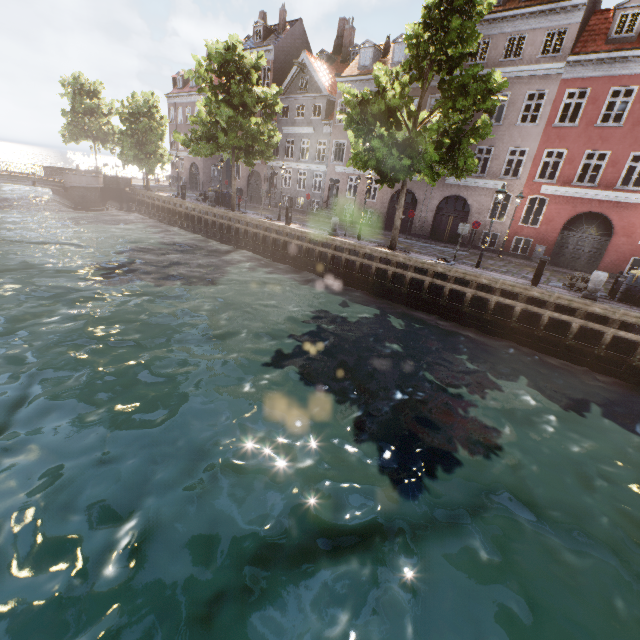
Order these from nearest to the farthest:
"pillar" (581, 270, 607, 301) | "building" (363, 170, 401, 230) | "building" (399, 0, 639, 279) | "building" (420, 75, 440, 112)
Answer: "pillar" (581, 270, 607, 301), "building" (399, 0, 639, 279), "building" (420, 75, 440, 112), "building" (363, 170, 401, 230)

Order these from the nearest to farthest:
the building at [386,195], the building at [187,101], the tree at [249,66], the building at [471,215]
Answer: the building at [471,215]
the tree at [249,66]
the building at [386,195]
the building at [187,101]

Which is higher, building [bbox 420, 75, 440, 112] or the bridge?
building [bbox 420, 75, 440, 112]

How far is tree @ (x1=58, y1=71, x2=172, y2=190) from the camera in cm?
2970

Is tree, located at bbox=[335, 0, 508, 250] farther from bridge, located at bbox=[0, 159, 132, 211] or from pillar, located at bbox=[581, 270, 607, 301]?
pillar, located at bbox=[581, 270, 607, 301]

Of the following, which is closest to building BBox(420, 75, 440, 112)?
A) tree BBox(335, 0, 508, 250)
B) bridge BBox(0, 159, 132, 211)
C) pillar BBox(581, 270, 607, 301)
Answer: tree BBox(335, 0, 508, 250)

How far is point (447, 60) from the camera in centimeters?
1398cm

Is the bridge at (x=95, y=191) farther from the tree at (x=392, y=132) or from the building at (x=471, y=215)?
the building at (x=471, y=215)
